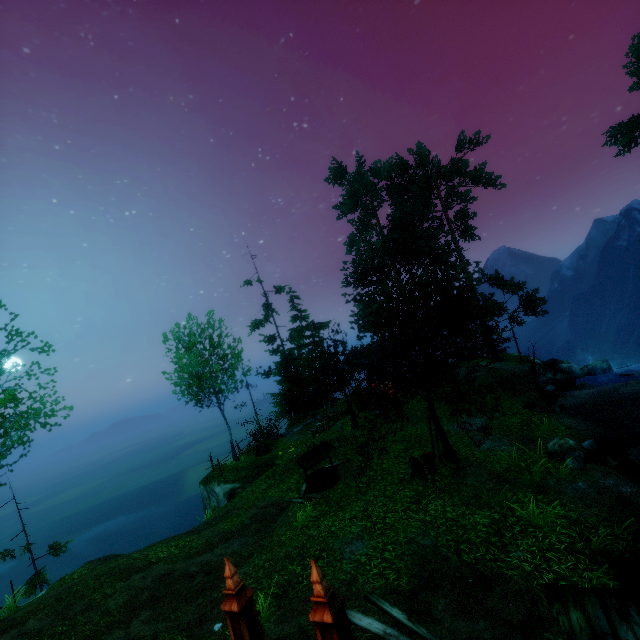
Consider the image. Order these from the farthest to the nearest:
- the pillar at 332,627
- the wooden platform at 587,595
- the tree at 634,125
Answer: the tree at 634,125 → the wooden platform at 587,595 → the pillar at 332,627

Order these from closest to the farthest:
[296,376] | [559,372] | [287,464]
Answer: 1. [287,464]
2. [559,372]
3. [296,376]

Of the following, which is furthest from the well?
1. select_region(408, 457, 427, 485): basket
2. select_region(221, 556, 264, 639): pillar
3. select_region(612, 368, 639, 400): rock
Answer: select_region(612, 368, 639, 400): rock

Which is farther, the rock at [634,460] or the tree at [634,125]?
the tree at [634,125]

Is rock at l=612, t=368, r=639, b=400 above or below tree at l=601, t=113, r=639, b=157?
below

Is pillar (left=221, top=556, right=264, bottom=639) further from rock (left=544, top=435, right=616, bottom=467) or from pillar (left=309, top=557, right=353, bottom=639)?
rock (left=544, top=435, right=616, bottom=467)

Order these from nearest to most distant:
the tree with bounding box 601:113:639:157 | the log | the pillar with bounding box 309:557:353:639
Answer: the pillar with bounding box 309:557:353:639, the log, the tree with bounding box 601:113:639:157

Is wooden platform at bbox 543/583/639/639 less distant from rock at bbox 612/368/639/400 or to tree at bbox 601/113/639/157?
tree at bbox 601/113/639/157
